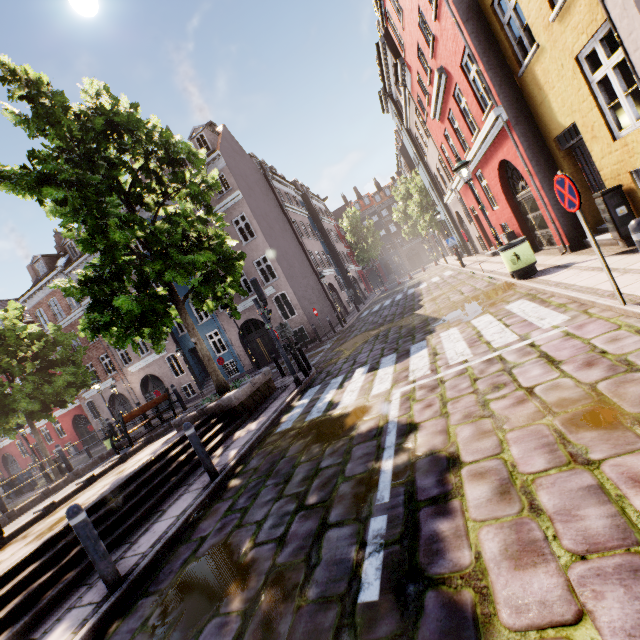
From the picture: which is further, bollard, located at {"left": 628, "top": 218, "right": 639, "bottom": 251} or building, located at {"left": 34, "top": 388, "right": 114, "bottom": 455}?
building, located at {"left": 34, "top": 388, "right": 114, "bottom": 455}

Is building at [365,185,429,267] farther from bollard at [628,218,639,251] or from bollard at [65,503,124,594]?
bollard at [65,503,124,594]

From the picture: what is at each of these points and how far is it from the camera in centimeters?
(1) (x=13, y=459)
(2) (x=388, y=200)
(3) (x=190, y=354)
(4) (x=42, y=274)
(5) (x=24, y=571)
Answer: (1) building, 3272cm
(2) building, 5859cm
(3) building, 2389cm
(4) building, 2670cm
(5) stairs, 461cm

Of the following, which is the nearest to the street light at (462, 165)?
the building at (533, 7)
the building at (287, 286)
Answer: the building at (533, 7)

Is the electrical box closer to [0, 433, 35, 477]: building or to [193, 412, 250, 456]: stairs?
[193, 412, 250, 456]: stairs

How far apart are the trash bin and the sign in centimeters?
429cm

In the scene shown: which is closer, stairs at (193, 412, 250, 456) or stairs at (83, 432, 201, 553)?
stairs at (83, 432, 201, 553)

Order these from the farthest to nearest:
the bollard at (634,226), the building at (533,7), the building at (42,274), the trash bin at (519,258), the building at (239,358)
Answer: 1. the building at (42,274)
2. the building at (239,358)
3. the trash bin at (519,258)
4. the building at (533,7)
5. the bollard at (634,226)
